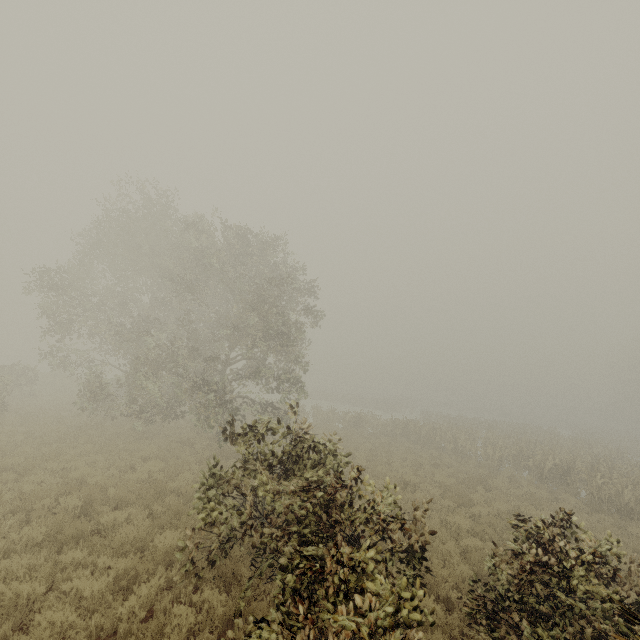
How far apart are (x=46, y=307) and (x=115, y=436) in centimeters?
855cm
